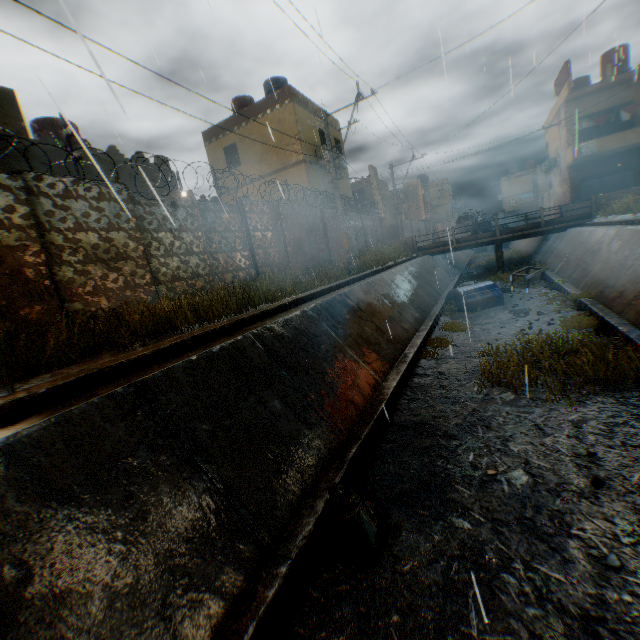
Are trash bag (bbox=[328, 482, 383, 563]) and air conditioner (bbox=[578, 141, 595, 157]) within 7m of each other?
no

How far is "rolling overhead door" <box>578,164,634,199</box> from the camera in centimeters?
2455cm

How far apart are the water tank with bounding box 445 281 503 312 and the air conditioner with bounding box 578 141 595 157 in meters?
17.8

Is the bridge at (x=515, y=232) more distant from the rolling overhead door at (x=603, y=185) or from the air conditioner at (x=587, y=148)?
the air conditioner at (x=587, y=148)

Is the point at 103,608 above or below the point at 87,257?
below

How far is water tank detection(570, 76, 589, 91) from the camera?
25.9m

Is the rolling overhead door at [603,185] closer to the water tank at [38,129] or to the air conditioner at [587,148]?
the air conditioner at [587,148]

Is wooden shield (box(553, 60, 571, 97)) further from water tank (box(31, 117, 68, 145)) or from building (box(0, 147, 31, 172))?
water tank (box(31, 117, 68, 145))
